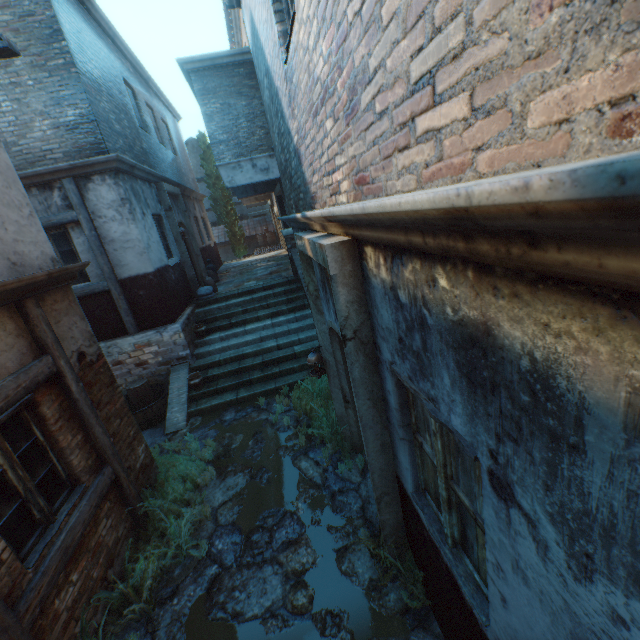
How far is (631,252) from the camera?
0.5m

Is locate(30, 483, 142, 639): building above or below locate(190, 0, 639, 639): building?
below

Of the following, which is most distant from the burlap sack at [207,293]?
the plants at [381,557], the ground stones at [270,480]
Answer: the plants at [381,557]

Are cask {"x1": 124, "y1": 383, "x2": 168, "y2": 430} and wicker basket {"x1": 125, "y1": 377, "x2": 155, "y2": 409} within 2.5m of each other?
yes

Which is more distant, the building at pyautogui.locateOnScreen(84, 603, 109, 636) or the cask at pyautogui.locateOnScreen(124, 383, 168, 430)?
the cask at pyautogui.locateOnScreen(124, 383, 168, 430)

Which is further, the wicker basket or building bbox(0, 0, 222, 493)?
the wicker basket

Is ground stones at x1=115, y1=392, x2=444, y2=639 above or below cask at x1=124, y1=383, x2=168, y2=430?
below

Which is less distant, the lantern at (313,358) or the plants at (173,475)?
the plants at (173,475)
